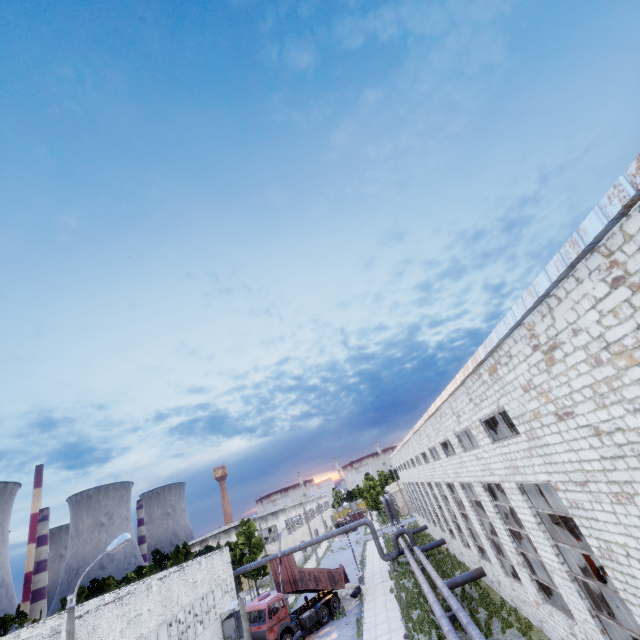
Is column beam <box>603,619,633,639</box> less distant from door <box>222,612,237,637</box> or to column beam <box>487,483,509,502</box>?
column beam <box>487,483,509,502</box>

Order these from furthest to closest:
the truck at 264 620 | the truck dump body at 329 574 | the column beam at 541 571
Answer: the truck dump body at 329 574, the truck at 264 620, the column beam at 541 571

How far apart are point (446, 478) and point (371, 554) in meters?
32.1 m

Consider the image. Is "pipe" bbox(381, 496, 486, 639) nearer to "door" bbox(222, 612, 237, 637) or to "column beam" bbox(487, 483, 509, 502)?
"column beam" bbox(487, 483, 509, 502)

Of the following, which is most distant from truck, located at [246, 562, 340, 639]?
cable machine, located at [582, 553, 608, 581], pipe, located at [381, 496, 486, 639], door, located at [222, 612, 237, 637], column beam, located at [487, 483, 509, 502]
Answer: column beam, located at [487, 483, 509, 502]

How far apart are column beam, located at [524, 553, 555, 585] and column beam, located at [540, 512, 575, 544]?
4.03m

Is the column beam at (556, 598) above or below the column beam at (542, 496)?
below

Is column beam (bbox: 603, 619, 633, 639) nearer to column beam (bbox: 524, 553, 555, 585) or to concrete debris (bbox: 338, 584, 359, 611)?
column beam (bbox: 524, 553, 555, 585)
